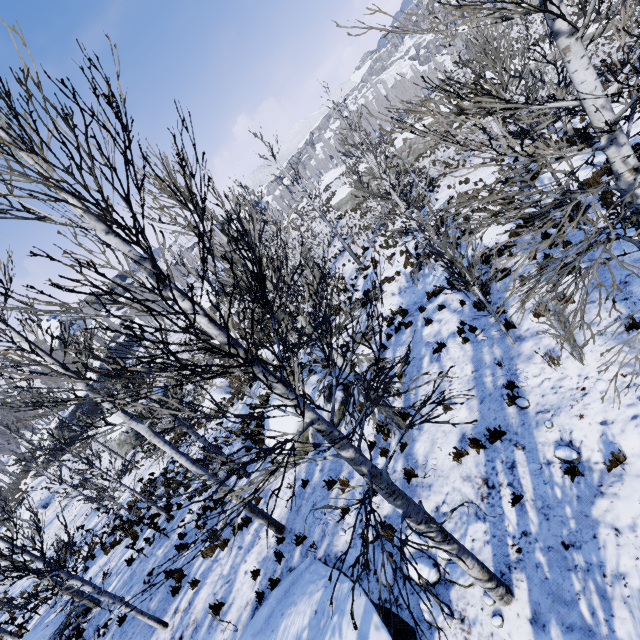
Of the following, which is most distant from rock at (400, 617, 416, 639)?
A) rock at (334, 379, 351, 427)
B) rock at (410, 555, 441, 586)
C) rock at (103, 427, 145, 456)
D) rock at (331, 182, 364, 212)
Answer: rock at (331, 182, 364, 212)

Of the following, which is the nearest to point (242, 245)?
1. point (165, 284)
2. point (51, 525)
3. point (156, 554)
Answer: point (165, 284)

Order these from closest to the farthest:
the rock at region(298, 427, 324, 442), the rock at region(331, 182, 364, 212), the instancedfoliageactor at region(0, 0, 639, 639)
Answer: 1. the instancedfoliageactor at region(0, 0, 639, 639)
2. the rock at region(298, 427, 324, 442)
3. the rock at region(331, 182, 364, 212)

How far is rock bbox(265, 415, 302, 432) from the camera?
10.7 meters

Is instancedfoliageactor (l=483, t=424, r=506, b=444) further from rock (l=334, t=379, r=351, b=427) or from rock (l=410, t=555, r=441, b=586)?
rock (l=410, t=555, r=441, b=586)

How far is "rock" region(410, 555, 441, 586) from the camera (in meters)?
4.93

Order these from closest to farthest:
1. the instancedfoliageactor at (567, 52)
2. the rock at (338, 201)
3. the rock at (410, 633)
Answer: the instancedfoliageactor at (567, 52), the rock at (410, 633), the rock at (338, 201)

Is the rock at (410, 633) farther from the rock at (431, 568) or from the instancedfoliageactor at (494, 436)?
the instancedfoliageactor at (494, 436)
